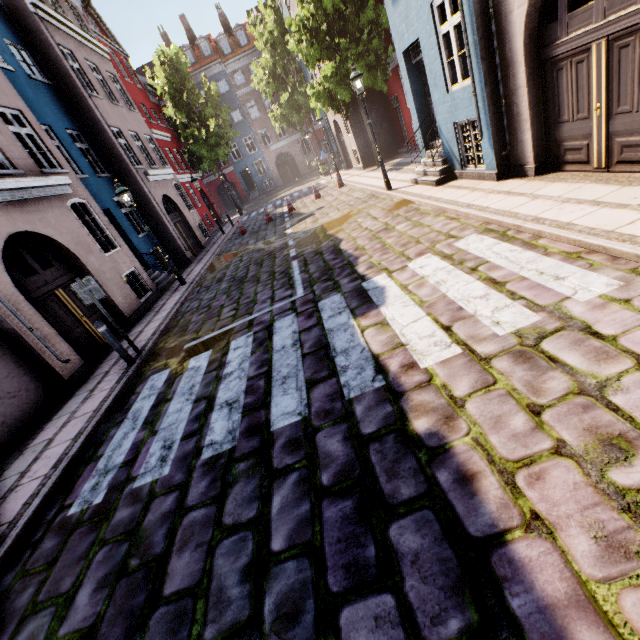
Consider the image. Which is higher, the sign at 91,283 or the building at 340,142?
the sign at 91,283

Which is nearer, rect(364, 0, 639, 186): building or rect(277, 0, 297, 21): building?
rect(364, 0, 639, 186): building

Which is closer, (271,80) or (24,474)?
(24,474)

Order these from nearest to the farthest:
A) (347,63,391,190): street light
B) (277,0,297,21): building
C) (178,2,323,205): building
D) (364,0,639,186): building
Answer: (364,0,639,186): building, (347,63,391,190): street light, (277,0,297,21): building, (178,2,323,205): building

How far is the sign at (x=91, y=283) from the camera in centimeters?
644cm

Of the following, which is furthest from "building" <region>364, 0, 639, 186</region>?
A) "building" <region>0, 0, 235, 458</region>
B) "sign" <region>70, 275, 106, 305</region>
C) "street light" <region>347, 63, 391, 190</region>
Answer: "building" <region>0, 0, 235, 458</region>
